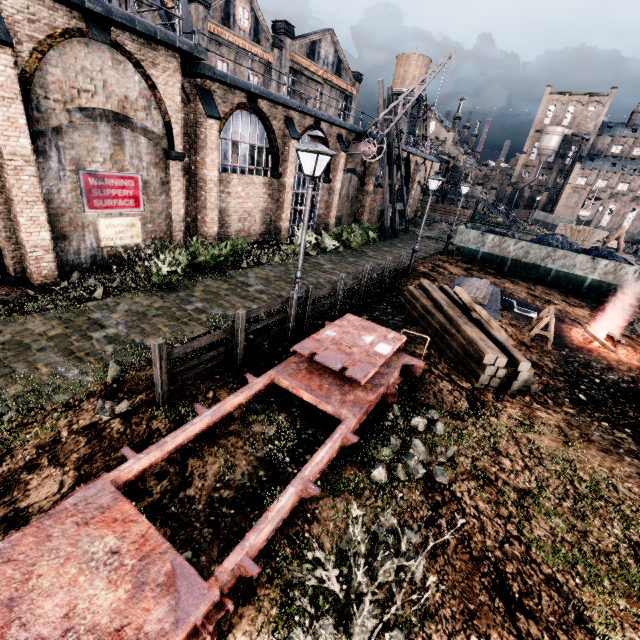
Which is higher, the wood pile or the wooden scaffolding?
the wooden scaffolding

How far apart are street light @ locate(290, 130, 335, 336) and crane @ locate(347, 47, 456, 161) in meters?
17.9 m

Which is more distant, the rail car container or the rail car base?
the rail car container

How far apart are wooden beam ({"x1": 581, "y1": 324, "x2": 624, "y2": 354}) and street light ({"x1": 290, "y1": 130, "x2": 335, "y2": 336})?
12.2 meters

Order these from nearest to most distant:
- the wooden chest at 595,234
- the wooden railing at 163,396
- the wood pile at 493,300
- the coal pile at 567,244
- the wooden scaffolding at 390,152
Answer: the wooden railing at 163,396, the wood pile at 493,300, the coal pile at 567,244, the wooden scaffolding at 390,152, the wooden chest at 595,234

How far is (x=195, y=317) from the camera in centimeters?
1073cm

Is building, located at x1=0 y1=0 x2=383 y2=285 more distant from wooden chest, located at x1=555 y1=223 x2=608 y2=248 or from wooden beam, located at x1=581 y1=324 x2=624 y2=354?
wooden beam, located at x1=581 y1=324 x2=624 y2=354

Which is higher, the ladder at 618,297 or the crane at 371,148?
the crane at 371,148
